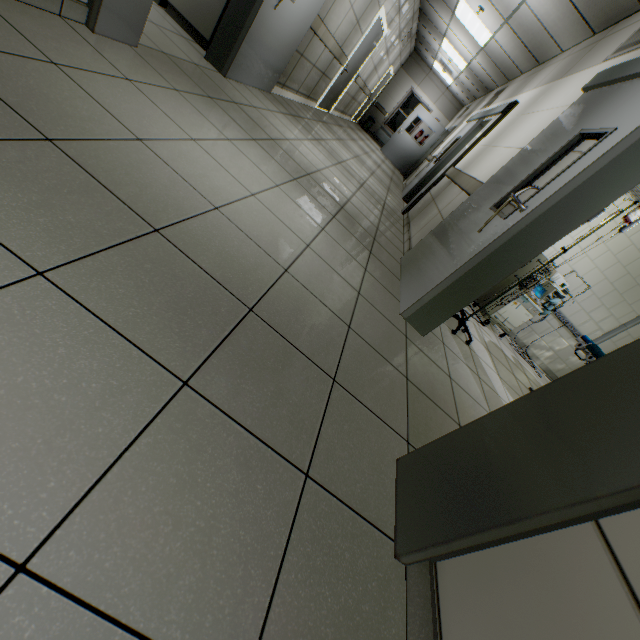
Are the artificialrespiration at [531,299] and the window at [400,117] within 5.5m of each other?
no

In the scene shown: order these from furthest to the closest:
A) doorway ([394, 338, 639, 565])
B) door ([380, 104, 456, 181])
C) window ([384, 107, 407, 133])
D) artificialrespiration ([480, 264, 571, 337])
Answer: window ([384, 107, 407, 133]), door ([380, 104, 456, 181]), artificialrespiration ([480, 264, 571, 337]), doorway ([394, 338, 639, 565])

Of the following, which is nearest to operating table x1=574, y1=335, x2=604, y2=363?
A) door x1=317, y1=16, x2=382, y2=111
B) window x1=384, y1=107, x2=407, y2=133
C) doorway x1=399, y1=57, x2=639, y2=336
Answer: doorway x1=399, y1=57, x2=639, y2=336

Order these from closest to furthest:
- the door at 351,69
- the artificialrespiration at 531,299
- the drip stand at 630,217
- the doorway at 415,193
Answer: the drip stand at 630,217 < the artificialrespiration at 531,299 < the doorway at 415,193 < the door at 351,69

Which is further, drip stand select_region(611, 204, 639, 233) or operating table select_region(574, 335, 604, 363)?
operating table select_region(574, 335, 604, 363)

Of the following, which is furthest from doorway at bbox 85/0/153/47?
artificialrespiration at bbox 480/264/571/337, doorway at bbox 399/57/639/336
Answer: artificialrespiration at bbox 480/264/571/337

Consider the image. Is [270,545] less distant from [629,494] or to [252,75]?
[629,494]

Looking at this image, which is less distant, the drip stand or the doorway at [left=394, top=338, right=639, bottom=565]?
the doorway at [left=394, top=338, right=639, bottom=565]
